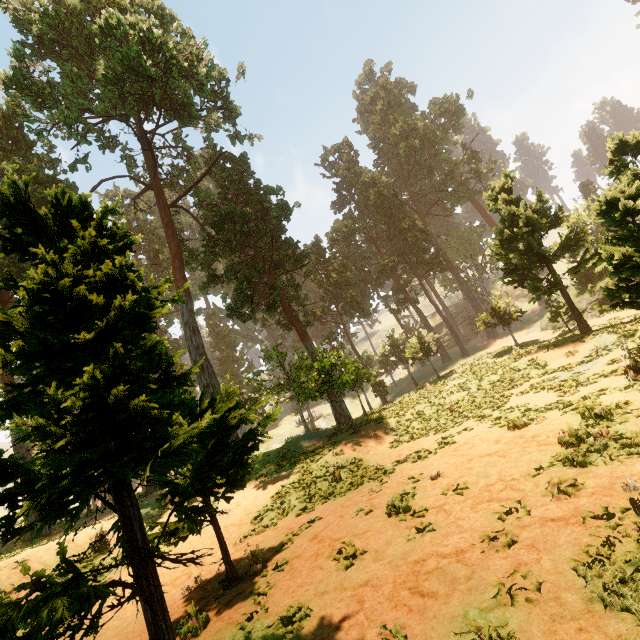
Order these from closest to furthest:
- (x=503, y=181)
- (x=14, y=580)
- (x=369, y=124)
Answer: (x=14, y=580) → (x=503, y=181) → (x=369, y=124)
